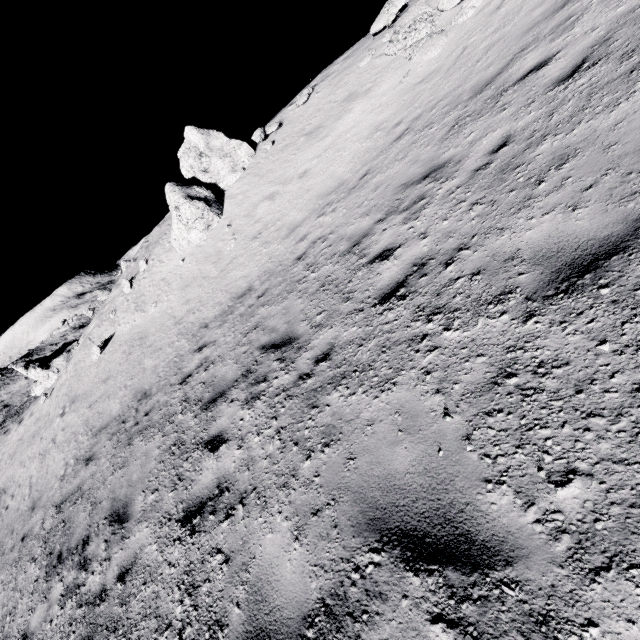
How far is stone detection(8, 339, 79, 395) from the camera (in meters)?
21.55

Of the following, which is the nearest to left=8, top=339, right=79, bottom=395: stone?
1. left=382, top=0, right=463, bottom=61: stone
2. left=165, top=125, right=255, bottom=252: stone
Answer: left=165, top=125, right=255, bottom=252: stone

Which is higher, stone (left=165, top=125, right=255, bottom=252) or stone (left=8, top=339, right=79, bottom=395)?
stone (left=165, top=125, right=255, bottom=252)

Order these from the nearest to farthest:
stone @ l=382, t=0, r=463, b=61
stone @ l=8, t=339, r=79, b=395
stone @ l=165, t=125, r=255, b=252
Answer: stone @ l=382, t=0, r=463, b=61 → stone @ l=165, t=125, r=255, b=252 → stone @ l=8, t=339, r=79, b=395

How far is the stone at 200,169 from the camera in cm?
1414

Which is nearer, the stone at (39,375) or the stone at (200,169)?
the stone at (200,169)

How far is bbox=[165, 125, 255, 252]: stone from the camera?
14.1m

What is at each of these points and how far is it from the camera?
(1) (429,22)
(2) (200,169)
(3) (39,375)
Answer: (1) stone, 10.93m
(2) stone, 16.17m
(3) stone, 21.58m
